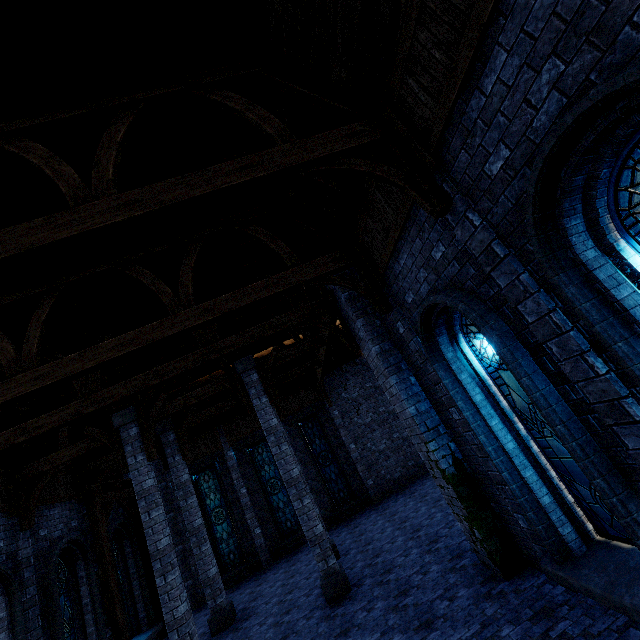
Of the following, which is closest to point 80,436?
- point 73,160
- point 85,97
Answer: point 73,160

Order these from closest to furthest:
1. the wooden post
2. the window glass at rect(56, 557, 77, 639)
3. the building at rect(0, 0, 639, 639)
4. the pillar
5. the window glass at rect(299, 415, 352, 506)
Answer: the building at rect(0, 0, 639, 639)
the pillar
the window glass at rect(56, 557, 77, 639)
the wooden post
the window glass at rect(299, 415, 352, 506)

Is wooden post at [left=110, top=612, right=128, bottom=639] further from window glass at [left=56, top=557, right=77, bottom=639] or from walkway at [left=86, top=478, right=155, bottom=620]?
window glass at [left=56, top=557, right=77, bottom=639]

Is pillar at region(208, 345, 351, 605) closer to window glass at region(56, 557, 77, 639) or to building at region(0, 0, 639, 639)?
building at region(0, 0, 639, 639)

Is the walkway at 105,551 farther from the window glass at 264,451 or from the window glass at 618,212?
the window glass at 618,212

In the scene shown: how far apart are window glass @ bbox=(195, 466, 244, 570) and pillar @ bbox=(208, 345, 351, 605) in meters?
8.5 m

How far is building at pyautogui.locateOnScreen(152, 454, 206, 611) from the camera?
14.6m

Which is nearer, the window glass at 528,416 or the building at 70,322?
the building at 70,322
